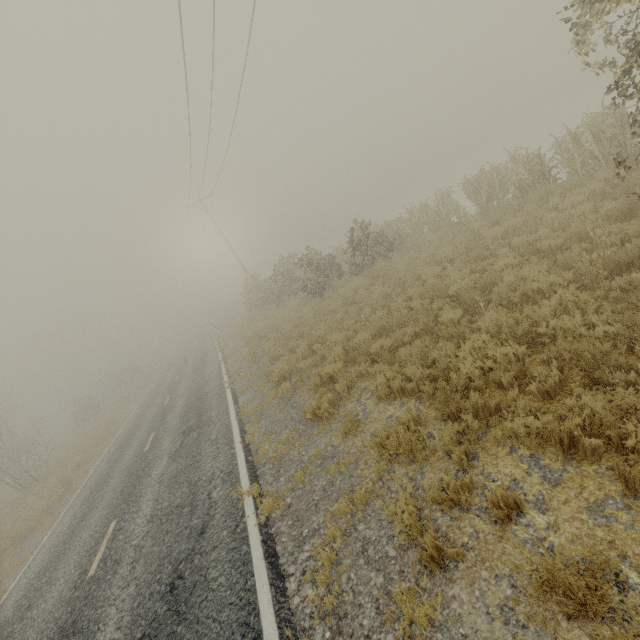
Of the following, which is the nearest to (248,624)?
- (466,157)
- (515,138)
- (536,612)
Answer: (536,612)
